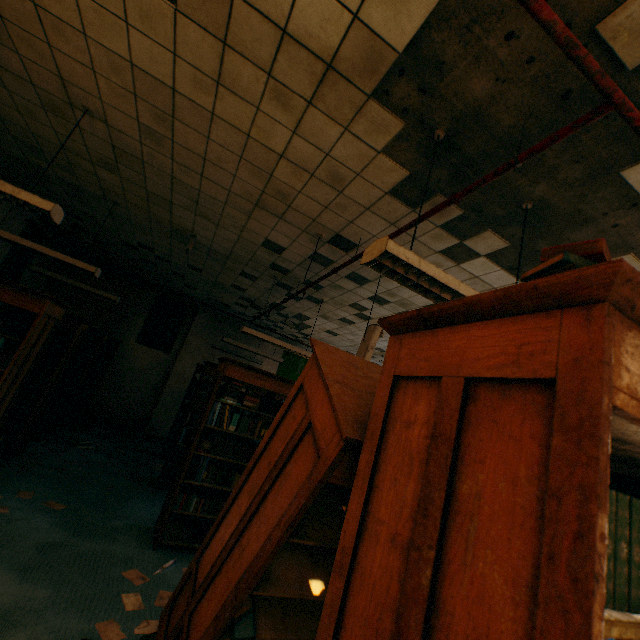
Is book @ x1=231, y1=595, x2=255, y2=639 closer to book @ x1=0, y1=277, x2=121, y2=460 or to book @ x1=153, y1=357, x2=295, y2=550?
book @ x1=153, y1=357, x2=295, y2=550

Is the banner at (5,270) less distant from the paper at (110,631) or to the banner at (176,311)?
the banner at (176,311)

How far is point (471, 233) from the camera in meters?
3.3

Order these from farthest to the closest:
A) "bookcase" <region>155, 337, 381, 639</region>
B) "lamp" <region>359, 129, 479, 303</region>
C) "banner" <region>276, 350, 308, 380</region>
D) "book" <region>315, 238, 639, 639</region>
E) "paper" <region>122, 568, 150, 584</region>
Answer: "banner" <region>276, 350, 308, 380</region> → "paper" <region>122, 568, 150, 584</region> → "lamp" <region>359, 129, 479, 303</region> → "bookcase" <region>155, 337, 381, 639</region> → "book" <region>315, 238, 639, 639</region>

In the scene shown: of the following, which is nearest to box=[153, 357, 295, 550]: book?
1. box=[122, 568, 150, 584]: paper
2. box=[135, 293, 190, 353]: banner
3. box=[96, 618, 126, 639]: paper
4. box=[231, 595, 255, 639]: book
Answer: box=[122, 568, 150, 584]: paper

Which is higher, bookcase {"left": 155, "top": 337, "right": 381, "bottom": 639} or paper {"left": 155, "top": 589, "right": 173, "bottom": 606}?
bookcase {"left": 155, "top": 337, "right": 381, "bottom": 639}

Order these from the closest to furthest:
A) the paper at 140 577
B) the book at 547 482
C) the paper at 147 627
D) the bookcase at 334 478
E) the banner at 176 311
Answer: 1. the book at 547 482
2. the bookcase at 334 478
3. the paper at 147 627
4. the paper at 140 577
5. the banner at 176 311

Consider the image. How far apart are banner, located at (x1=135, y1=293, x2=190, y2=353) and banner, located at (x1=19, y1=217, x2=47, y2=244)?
2.9 meters
